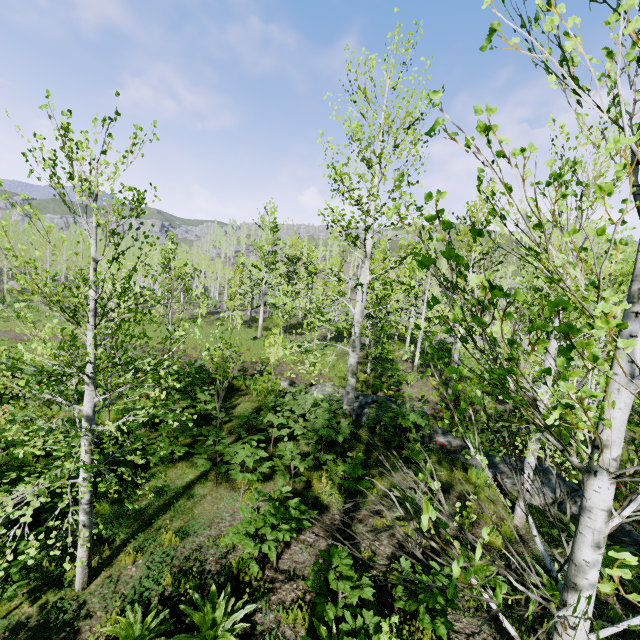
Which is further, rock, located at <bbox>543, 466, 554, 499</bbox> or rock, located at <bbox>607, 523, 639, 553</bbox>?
rock, located at <bbox>543, 466, 554, 499</bbox>

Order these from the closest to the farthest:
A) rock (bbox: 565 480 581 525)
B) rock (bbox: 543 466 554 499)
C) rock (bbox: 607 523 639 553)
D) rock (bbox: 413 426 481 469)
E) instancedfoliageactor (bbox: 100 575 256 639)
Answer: instancedfoliageactor (bbox: 100 575 256 639)
rock (bbox: 607 523 639 553)
rock (bbox: 565 480 581 525)
rock (bbox: 543 466 554 499)
rock (bbox: 413 426 481 469)

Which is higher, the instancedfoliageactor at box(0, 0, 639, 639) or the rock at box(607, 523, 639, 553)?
the instancedfoliageactor at box(0, 0, 639, 639)

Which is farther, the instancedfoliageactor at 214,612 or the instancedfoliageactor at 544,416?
the instancedfoliageactor at 214,612

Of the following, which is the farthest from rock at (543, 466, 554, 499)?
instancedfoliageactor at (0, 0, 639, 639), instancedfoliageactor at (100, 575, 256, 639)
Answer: instancedfoliageactor at (100, 575, 256, 639)

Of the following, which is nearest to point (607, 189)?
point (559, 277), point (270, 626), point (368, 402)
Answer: point (559, 277)

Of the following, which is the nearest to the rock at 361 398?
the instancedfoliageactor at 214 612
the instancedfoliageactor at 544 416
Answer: the instancedfoliageactor at 544 416
